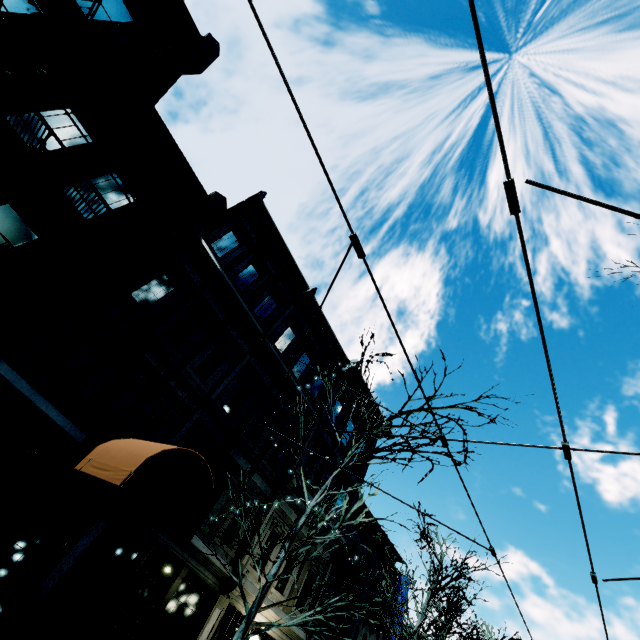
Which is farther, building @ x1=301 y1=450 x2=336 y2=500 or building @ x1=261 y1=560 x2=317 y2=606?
building @ x1=301 y1=450 x2=336 y2=500

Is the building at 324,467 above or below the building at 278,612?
above

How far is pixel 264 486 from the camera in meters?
12.8 m

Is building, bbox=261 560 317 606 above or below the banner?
below

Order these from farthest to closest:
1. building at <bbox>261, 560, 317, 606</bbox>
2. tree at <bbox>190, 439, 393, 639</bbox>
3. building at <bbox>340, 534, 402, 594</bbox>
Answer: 1. building at <bbox>340, 534, 402, 594</bbox>
2. building at <bbox>261, 560, 317, 606</bbox>
3. tree at <bbox>190, 439, 393, 639</bbox>

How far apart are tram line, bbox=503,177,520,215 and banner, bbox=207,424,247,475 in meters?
10.6

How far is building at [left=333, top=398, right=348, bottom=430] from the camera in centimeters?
1686cm

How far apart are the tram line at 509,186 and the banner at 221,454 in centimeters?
1061cm
